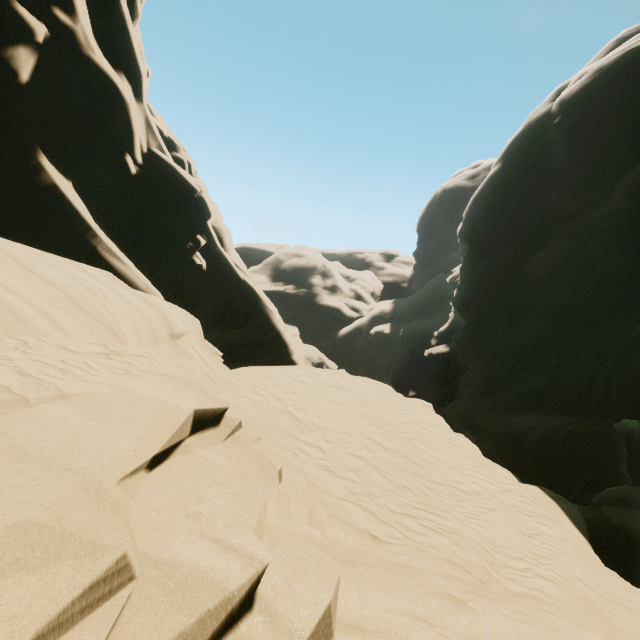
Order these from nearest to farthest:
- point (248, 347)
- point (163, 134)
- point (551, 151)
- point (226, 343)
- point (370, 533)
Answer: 1. point (370, 533)
2. point (163, 134)
3. point (226, 343)
4. point (248, 347)
5. point (551, 151)
